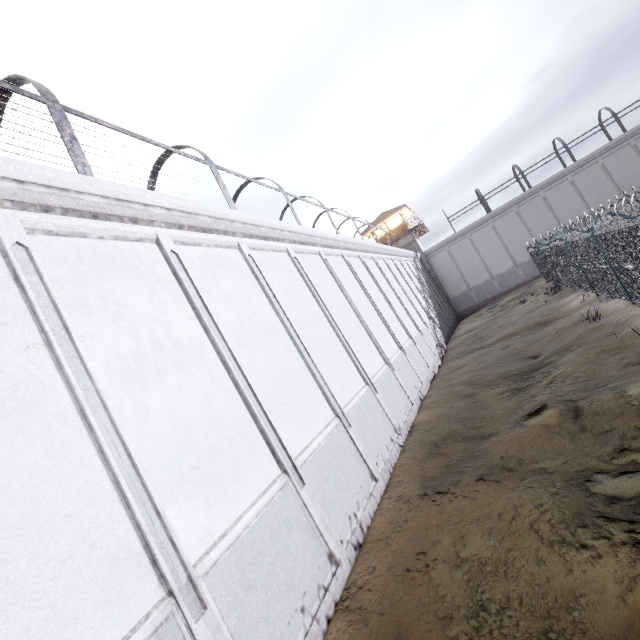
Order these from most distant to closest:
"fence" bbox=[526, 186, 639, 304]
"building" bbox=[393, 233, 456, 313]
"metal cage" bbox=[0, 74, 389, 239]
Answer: "building" bbox=[393, 233, 456, 313]
"fence" bbox=[526, 186, 639, 304]
"metal cage" bbox=[0, 74, 389, 239]

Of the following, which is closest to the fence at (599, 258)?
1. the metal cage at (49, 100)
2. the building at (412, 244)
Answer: the metal cage at (49, 100)

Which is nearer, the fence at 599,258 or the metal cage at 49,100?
the metal cage at 49,100

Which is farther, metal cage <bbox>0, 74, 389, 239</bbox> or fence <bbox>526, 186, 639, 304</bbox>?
fence <bbox>526, 186, 639, 304</bbox>

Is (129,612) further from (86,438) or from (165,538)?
(86,438)

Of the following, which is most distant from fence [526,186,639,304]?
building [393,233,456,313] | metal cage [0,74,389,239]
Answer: building [393,233,456,313]

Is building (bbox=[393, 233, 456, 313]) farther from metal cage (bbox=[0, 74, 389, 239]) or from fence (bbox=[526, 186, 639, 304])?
fence (bbox=[526, 186, 639, 304])
